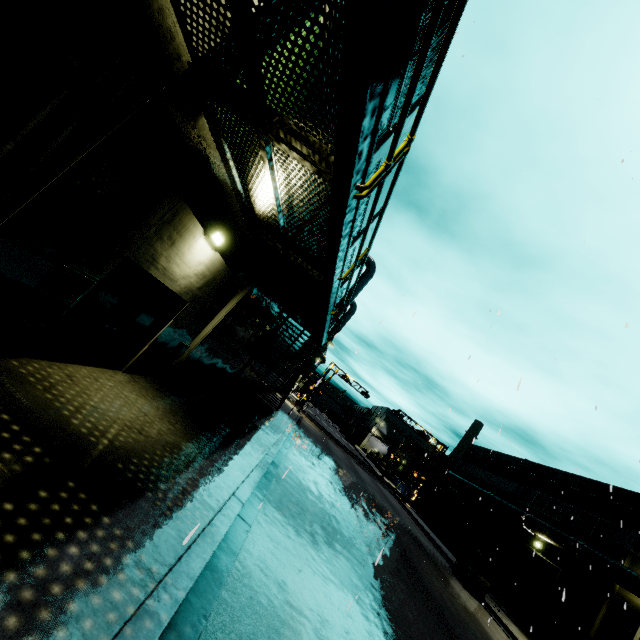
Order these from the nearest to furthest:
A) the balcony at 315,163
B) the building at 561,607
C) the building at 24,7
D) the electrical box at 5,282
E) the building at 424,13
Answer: the balcony at 315,163
the building at 24,7
the electrical box at 5,282
the building at 424,13
the building at 561,607

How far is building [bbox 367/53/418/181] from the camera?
10.4m

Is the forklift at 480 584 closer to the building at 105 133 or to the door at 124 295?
the building at 105 133

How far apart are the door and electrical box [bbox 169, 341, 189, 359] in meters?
1.1 m

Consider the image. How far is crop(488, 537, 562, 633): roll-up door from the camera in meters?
21.0

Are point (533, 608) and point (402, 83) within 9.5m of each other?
no

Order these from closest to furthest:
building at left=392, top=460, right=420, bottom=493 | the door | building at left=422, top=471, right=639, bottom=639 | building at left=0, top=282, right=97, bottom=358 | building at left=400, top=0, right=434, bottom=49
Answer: building at left=0, top=282, right=97, bottom=358 → the door → building at left=400, top=0, right=434, bottom=49 → building at left=422, top=471, right=639, bottom=639 → building at left=392, top=460, right=420, bottom=493
